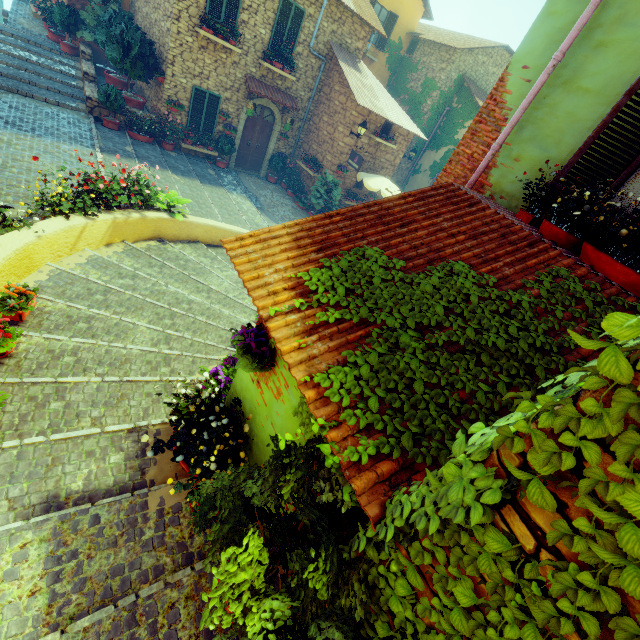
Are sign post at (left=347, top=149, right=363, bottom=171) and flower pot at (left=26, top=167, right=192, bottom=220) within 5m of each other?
no

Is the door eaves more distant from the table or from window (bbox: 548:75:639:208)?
window (bbox: 548:75:639:208)

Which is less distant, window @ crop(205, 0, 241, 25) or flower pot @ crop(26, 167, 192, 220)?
flower pot @ crop(26, 167, 192, 220)

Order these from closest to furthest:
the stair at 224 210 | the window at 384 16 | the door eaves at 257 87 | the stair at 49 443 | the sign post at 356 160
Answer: the stair at 49 443 < the stair at 224 210 < the door eaves at 257 87 < the sign post at 356 160 < the window at 384 16

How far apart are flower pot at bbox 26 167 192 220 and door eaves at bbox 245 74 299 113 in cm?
854

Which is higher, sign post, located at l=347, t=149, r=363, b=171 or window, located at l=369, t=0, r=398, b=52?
window, located at l=369, t=0, r=398, b=52

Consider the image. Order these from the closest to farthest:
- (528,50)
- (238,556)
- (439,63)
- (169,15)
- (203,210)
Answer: (238,556), (528,50), (203,210), (169,15), (439,63)

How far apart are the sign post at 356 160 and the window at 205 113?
5.6 meters
